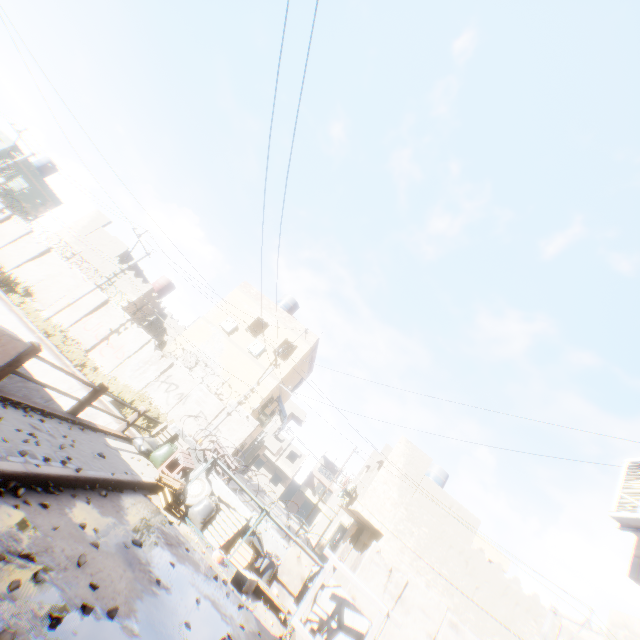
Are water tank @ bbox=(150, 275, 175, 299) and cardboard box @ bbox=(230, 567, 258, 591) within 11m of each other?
no

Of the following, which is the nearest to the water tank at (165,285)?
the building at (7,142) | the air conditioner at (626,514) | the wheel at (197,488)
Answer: the building at (7,142)

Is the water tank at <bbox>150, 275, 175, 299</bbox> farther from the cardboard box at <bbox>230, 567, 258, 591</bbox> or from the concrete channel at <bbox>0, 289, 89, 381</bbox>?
the cardboard box at <bbox>230, 567, 258, 591</bbox>

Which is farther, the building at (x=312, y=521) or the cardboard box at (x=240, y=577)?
the building at (x=312, y=521)

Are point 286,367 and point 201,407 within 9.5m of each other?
yes

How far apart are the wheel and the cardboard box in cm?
229

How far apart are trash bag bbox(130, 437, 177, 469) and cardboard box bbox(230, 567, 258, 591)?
3.6 meters

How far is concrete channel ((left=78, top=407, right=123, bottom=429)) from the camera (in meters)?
13.16
